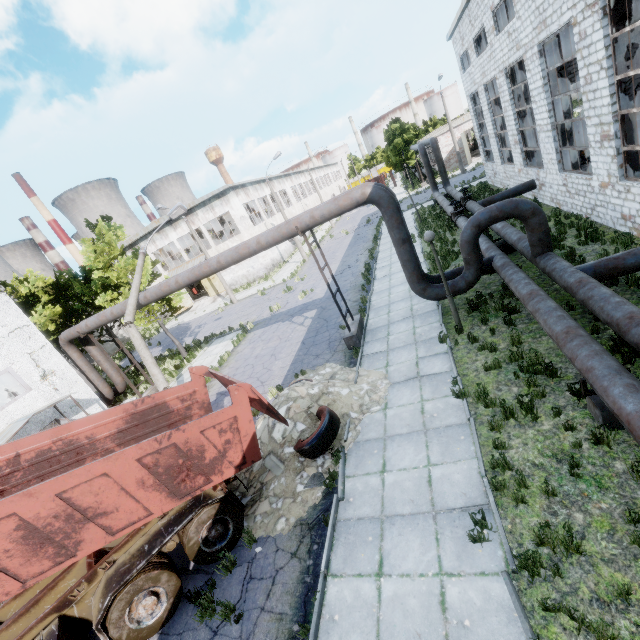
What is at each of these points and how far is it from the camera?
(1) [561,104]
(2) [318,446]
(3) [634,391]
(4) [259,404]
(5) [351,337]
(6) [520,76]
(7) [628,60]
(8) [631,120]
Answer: (1) column beam, 13.9m
(2) wire roll, 7.9m
(3) pipe, 4.8m
(4) truck dump back, 8.0m
(5) pipe holder, 12.4m
(6) column beam, 17.0m
(7) column beam, 9.7m
(8) column beam, 10.3m

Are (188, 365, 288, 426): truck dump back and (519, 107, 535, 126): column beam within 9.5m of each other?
no

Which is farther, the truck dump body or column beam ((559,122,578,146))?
column beam ((559,122,578,146))

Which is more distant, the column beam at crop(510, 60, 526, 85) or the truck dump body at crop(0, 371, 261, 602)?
the column beam at crop(510, 60, 526, 85)

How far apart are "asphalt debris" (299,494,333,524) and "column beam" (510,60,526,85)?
20.61m

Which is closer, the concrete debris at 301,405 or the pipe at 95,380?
the concrete debris at 301,405

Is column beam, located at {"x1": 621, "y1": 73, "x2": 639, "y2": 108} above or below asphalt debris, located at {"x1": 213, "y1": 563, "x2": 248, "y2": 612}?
above

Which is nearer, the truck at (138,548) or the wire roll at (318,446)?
the truck at (138,548)
